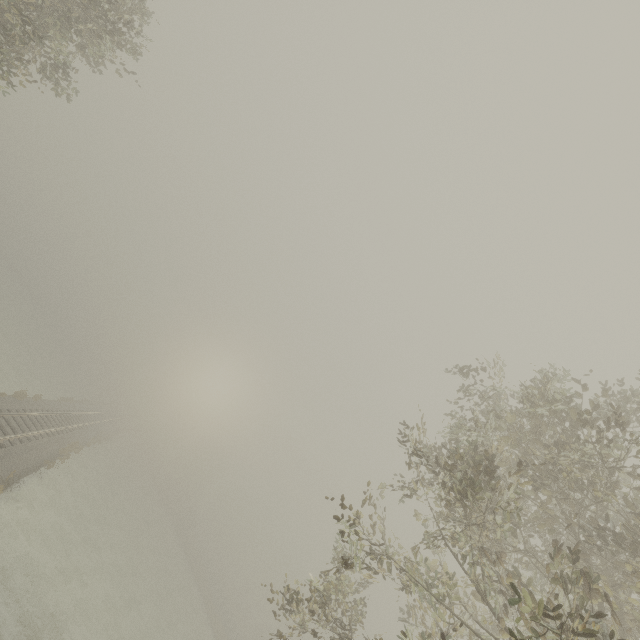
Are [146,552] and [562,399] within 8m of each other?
no
